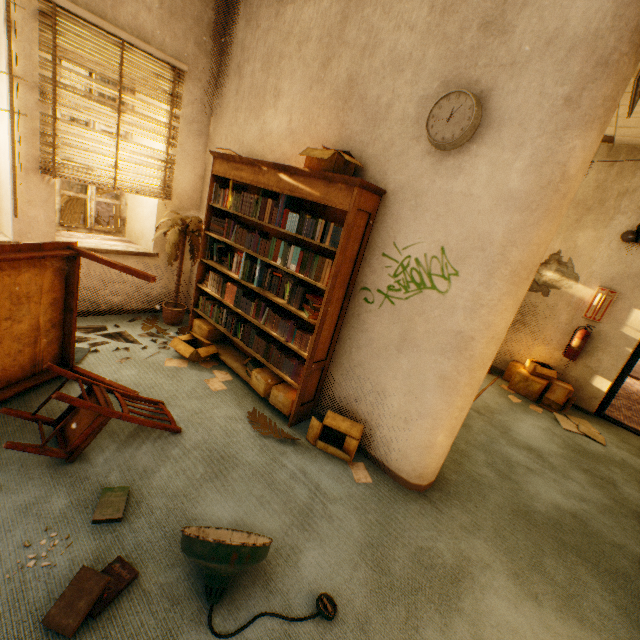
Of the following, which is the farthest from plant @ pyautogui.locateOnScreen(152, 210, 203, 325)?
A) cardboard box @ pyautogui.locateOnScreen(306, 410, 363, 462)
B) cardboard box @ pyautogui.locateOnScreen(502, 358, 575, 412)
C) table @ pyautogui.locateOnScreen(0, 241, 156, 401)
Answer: cardboard box @ pyautogui.locateOnScreen(502, 358, 575, 412)

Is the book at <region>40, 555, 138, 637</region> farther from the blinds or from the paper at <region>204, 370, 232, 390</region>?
the blinds

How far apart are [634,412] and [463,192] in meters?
6.8

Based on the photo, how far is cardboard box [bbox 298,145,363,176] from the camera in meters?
2.5

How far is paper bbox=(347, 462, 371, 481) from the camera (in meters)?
2.64

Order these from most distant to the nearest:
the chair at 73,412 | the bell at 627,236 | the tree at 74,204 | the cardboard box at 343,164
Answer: the tree at 74,204 < the bell at 627,236 < the cardboard box at 343,164 < the chair at 73,412

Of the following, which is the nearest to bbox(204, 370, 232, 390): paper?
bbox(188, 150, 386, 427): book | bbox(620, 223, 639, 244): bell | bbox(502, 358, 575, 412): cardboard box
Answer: bbox(188, 150, 386, 427): book

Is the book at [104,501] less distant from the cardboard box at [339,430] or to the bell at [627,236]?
the cardboard box at [339,430]
